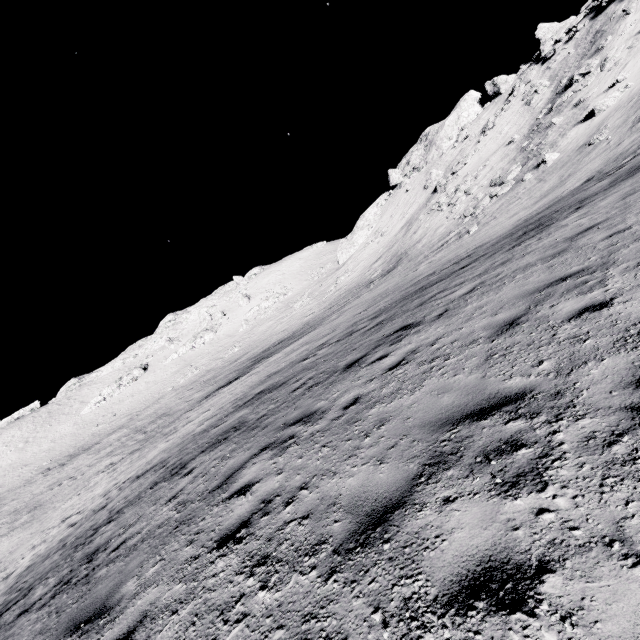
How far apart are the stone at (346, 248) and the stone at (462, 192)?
23.3 meters

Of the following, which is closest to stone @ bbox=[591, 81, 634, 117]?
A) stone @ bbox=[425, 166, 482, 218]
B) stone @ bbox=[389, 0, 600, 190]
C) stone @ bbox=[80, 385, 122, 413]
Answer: stone @ bbox=[425, 166, 482, 218]

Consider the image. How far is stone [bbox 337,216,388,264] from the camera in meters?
52.6

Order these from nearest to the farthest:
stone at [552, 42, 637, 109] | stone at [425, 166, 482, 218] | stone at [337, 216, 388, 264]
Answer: stone at [552, 42, 637, 109]
stone at [425, 166, 482, 218]
stone at [337, 216, 388, 264]

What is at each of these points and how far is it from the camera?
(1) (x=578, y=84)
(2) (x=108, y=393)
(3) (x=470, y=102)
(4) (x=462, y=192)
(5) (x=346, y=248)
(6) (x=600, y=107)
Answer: (1) stone, 26.2m
(2) stone, 59.3m
(3) stone, 46.8m
(4) stone, 33.7m
(5) stone, 59.0m
(6) stone, 21.8m

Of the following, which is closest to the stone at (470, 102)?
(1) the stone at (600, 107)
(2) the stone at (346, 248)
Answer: (2) the stone at (346, 248)

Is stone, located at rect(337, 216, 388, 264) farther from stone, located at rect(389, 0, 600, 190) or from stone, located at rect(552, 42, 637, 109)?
stone, located at rect(552, 42, 637, 109)

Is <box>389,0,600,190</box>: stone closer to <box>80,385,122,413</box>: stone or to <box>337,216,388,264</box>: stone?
<box>337,216,388,264</box>: stone
